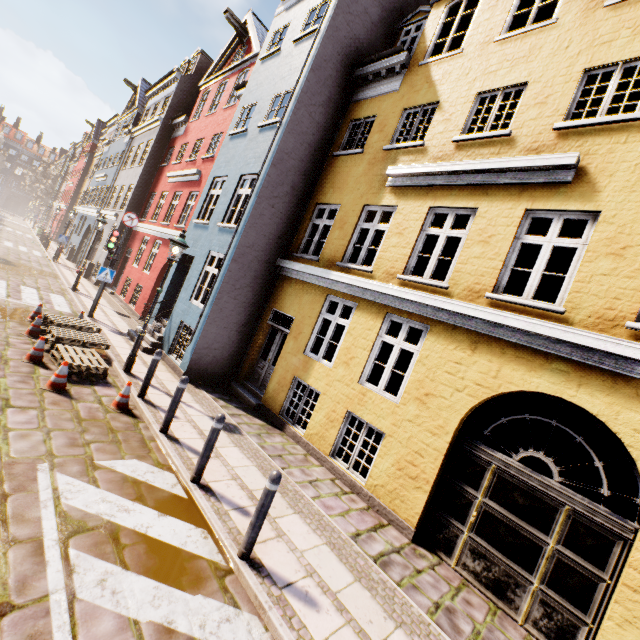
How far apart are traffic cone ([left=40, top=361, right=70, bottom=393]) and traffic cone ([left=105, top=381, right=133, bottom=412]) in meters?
0.8

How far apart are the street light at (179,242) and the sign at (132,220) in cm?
506

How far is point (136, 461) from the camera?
5.1 meters

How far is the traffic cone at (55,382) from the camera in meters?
6.1 m

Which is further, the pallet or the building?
the pallet

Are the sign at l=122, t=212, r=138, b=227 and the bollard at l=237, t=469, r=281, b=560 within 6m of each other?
no

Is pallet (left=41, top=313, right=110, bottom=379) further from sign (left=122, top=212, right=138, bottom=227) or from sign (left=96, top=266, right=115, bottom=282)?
sign (left=122, top=212, right=138, bottom=227)

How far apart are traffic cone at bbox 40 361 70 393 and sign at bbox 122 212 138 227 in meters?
7.4
